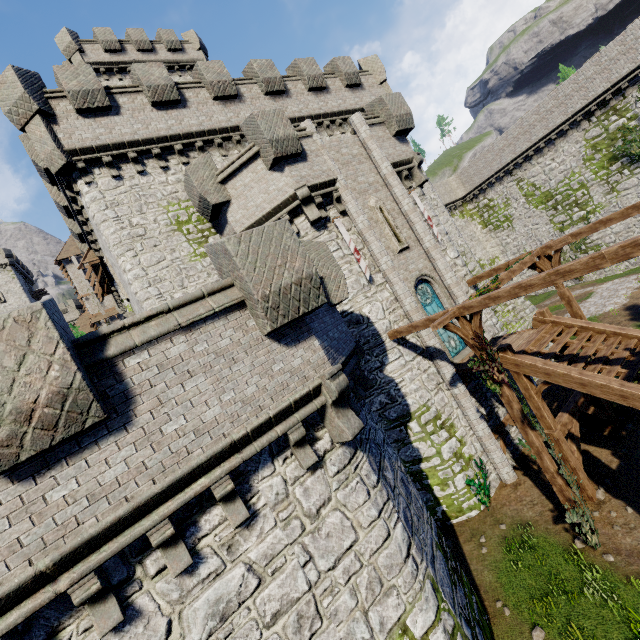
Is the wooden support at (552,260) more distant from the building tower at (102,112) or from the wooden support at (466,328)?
the building tower at (102,112)

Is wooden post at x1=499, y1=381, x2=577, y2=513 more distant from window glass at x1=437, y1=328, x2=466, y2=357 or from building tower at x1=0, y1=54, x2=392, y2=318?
building tower at x1=0, y1=54, x2=392, y2=318

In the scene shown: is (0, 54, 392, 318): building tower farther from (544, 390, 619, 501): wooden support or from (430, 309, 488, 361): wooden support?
(544, 390, 619, 501): wooden support

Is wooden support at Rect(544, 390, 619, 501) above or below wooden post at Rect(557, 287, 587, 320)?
below

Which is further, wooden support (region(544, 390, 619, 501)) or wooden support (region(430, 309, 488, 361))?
wooden support (region(544, 390, 619, 501))

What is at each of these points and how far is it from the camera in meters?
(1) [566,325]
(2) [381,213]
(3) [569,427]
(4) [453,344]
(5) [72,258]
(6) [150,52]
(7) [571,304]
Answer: (1) stairs, 11.7
(2) window slit, 14.3
(3) wooden support, 10.9
(4) window glass, 14.5
(5) building, 40.3
(6) building, 27.5
(7) wooden post, 12.5

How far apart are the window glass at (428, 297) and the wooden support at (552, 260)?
3.14m

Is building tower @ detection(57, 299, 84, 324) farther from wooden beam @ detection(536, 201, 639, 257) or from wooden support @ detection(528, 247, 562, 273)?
wooden support @ detection(528, 247, 562, 273)
